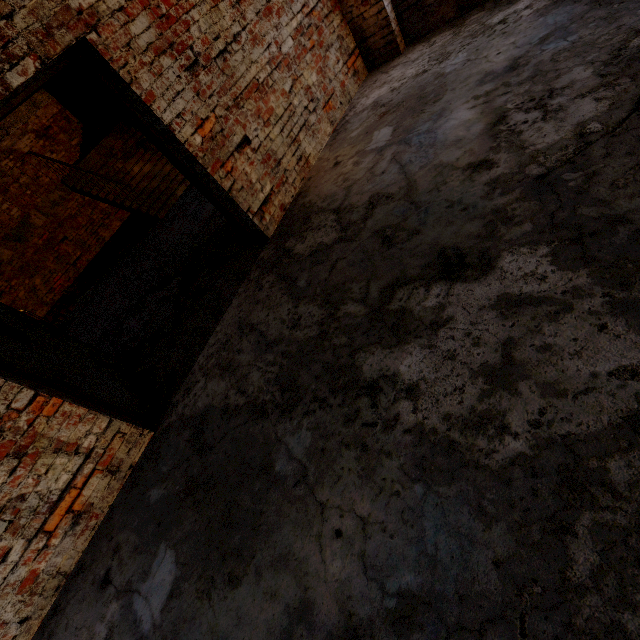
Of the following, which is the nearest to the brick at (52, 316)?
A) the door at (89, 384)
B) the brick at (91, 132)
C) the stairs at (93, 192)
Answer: the stairs at (93, 192)

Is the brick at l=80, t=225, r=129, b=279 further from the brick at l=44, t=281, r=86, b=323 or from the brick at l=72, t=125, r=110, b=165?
the brick at l=72, t=125, r=110, b=165

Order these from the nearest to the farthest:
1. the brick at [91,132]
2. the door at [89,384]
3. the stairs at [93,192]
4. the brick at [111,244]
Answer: the door at [89,384] < the stairs at [93,192] < the brick at [111,244] < the brick at [91,132]

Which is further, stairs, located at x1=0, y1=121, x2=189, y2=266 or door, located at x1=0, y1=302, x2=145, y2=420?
stairs, located at x1=0, y1=121, x2=189, y2=266

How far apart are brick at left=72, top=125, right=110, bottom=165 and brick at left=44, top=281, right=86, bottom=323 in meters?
4.2

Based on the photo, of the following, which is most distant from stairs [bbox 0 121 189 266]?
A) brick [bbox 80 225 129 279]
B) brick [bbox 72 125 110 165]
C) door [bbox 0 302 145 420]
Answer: door [bbox 0 302 145 420]

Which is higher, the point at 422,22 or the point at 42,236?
the point at 42,236

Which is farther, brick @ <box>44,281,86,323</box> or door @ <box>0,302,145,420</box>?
brick @ <box>44,281,86,323</box>
